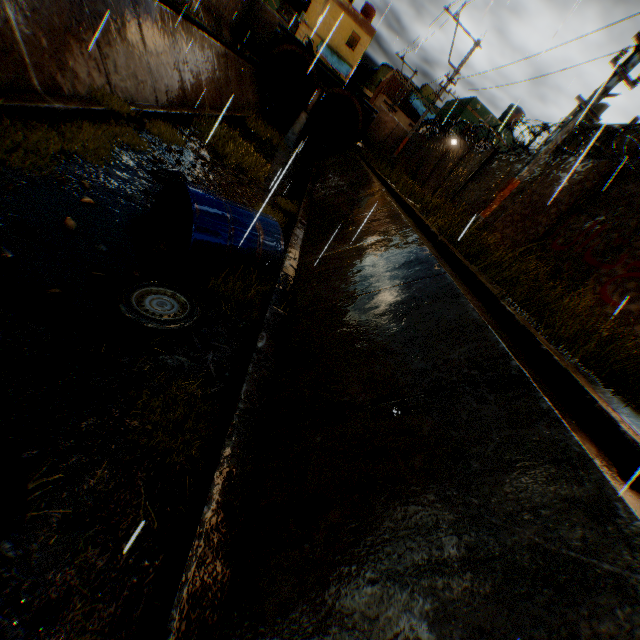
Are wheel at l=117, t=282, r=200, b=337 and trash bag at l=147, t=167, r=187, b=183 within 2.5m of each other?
no

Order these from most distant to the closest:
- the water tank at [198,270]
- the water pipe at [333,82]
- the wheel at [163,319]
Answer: the water pipe at [333,82], the water tank at [198,270], the wheel at [163,319]

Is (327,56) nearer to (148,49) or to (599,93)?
(148,49)

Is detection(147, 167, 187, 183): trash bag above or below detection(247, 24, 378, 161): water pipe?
below

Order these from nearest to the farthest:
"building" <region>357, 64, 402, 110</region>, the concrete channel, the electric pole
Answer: the concrete channel
the electric pole
"building" <region>357, 64, 402, 110</region>

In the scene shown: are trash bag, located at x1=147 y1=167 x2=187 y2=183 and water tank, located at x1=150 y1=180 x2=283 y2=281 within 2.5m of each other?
yes

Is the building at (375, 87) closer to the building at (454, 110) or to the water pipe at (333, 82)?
the building at (454, 110)

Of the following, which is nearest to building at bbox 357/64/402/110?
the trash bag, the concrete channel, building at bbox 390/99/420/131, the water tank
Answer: the concrete channel
